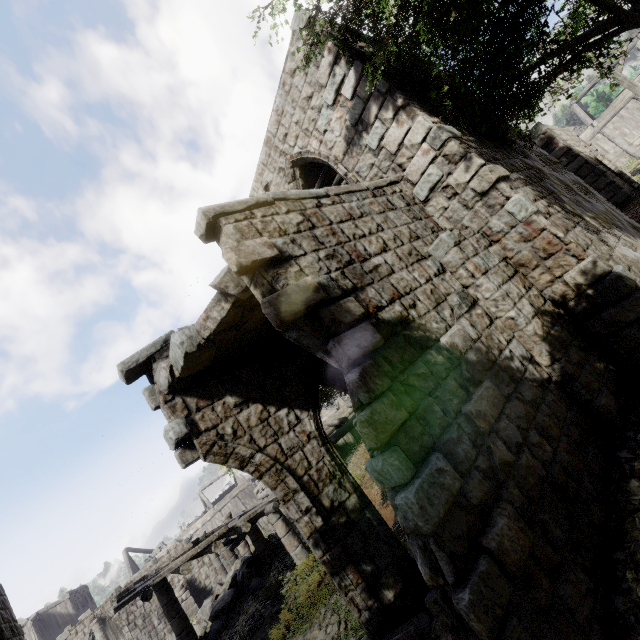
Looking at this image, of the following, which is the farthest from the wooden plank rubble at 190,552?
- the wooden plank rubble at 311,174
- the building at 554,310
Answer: the wooden plank rubble at 311,174

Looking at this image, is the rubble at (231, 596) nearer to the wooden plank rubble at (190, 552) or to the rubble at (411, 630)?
the wooden plank rubble at (190, 552)

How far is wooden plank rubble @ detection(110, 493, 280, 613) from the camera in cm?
819

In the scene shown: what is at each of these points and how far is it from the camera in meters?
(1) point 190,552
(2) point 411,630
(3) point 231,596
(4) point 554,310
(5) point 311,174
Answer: (1) wooden plank rubble, 9.0 m
(2) rubble, 4.6 m
(3) rubble, 12.4 m
(4) building, 5.9 m
(5) wooden plank rubble, 11.1 m

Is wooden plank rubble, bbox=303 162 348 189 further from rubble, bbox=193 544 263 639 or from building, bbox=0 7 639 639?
rubble, bbox=193 544 263 639

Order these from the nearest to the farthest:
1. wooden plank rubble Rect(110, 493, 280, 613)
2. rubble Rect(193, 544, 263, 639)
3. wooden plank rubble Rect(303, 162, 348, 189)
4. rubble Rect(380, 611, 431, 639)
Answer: rubble Rect(380, 611, 431, 639)
wooden plank rubble Rect(110, 493, 280, 613)
wooden plank rubble Rect(303, 162, 348, 189)
rubble Rect(193, 544, 263, 639)

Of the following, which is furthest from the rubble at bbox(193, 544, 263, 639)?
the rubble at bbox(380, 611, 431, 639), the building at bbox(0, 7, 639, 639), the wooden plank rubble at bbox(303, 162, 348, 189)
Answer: the wooden plank rubble at bbox(303, 162, 348, 189)

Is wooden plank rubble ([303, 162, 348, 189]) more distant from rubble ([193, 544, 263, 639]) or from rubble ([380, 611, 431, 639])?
rubble ([193, 544, 263, 639])
